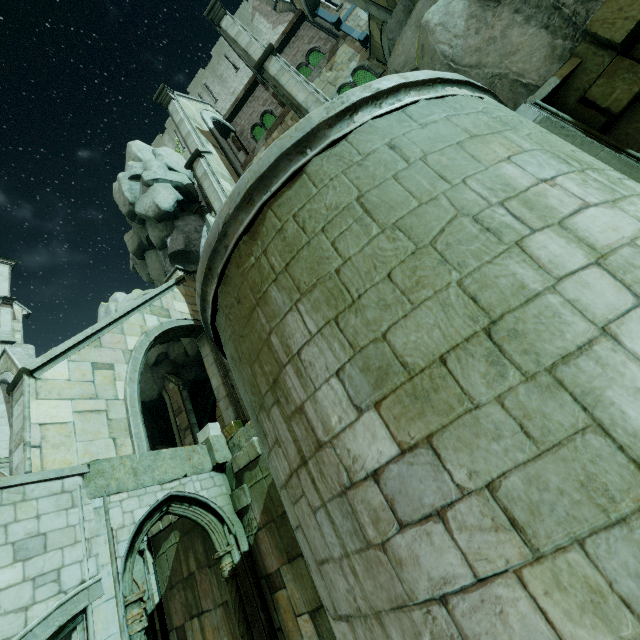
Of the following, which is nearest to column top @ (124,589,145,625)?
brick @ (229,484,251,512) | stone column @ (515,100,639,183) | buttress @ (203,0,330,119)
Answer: brick @ (229,484,251,512)

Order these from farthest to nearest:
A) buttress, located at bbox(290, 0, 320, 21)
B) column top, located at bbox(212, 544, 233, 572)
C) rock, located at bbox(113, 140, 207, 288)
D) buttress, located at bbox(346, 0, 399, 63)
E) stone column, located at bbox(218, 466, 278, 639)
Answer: rock, located at bbox(113, 140, 207, 288), buttress, located at bbox(290, 0, 320, 21), buttress, located at bbox(346, 0, 399, 63), column top, located at bbox(212, 544, 233, 572), stone column, located at bbox(218, 466, 278, 639)

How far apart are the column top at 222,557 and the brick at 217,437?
1.5 meters

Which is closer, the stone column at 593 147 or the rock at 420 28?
the stone column at 593 147

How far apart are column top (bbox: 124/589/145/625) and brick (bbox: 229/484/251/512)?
2.4 meters

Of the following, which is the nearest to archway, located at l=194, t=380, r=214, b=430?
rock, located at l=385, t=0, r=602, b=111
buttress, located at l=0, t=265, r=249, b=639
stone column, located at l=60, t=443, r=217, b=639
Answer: rock, located at l=385, t=0, r=602, b=111

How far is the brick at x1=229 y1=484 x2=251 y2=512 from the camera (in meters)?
8.04

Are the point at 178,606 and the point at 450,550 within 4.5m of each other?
no
